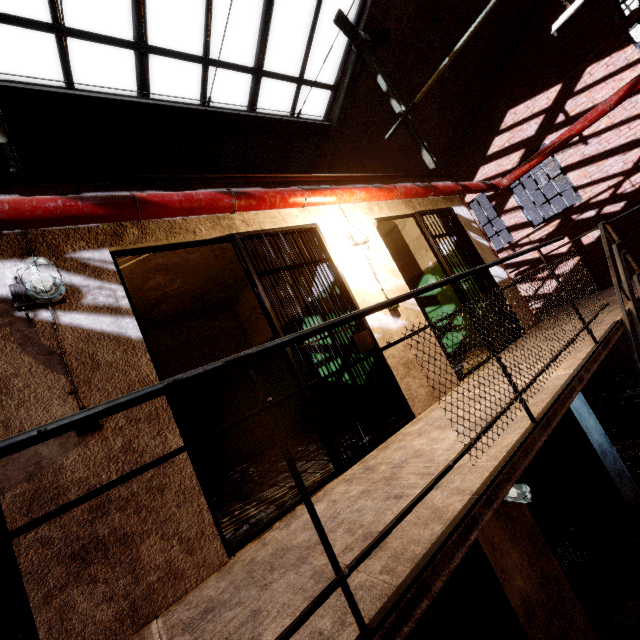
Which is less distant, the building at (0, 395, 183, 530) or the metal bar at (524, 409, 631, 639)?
the building at (0, 395, 183, 530)

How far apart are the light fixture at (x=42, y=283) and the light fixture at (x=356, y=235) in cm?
274

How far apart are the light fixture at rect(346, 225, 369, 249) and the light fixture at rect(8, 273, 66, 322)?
2.7m

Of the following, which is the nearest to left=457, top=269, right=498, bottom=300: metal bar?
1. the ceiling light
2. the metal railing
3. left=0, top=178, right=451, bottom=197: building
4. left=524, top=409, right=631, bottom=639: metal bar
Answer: left=0, top=178, right=451, bottom=197: building

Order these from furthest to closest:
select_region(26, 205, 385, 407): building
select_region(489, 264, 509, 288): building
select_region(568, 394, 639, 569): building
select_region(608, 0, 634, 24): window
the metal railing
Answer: select_region(608, 0, 634, 24): window, select_region(489, 264, 509, 288): building, select_region(568, 394, 639, 569): building, select_region(26, 205, 385, 407): building, the metal railing

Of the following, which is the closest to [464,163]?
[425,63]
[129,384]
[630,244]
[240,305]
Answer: [425,63]

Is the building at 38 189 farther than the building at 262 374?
No

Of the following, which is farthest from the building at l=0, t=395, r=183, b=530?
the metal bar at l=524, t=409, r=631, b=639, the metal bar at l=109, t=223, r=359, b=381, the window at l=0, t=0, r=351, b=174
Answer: the window at l=0, t=0, r=351, b=174
